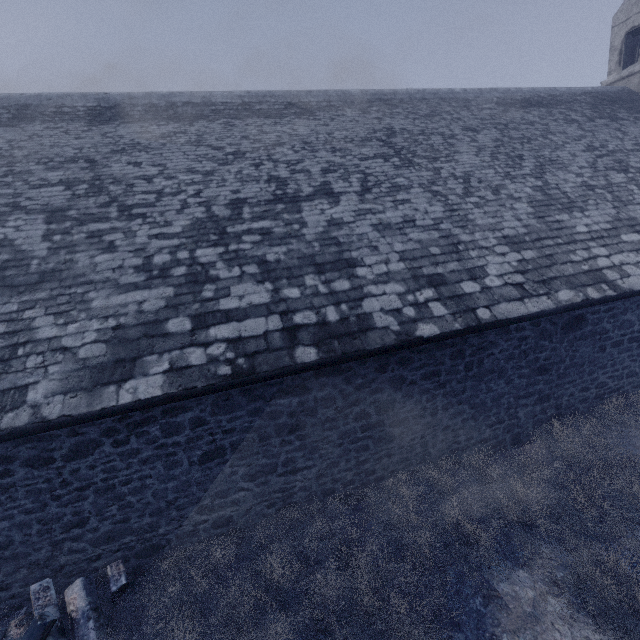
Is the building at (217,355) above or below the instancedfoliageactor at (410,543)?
above

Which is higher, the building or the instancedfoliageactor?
the building

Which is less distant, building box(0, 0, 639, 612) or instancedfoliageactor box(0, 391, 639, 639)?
instancedfoliageactor box(0, 391, 639, 639)

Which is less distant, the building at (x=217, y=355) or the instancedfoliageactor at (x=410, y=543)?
the instancedfoliageactor at (x=410, y=543)

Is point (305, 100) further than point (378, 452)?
Yes
